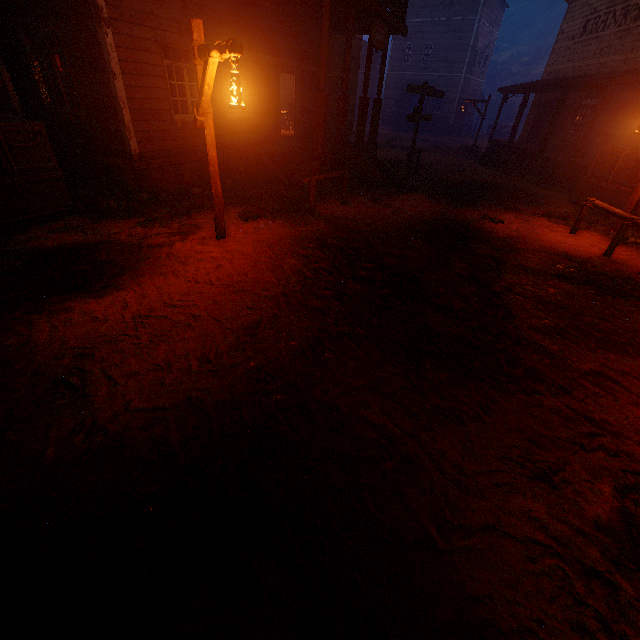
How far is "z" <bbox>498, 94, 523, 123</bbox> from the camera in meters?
42.6 m

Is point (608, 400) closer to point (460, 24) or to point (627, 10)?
point (627, 10)

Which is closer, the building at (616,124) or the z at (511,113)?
the building at (616,124)

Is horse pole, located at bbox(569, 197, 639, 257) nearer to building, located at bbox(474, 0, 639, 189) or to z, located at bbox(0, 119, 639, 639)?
z, located at bbox(0, 119, 639, 639)

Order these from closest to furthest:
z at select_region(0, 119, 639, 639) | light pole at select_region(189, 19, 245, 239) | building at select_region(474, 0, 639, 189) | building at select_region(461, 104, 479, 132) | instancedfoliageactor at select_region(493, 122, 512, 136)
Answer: z at select_region(0, 119, 639, 639)
light pole at select_region(189, 19, 245, 239)
building at select_region(474, 0, 639, 189)
building at select_region(461, 104, 479, 132)
instancedfoliageactor at select_region(493, 122, 512, 136)

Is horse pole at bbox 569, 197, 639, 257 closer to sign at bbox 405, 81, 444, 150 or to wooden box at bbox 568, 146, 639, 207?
wooden box at bbox 568, 146, 639, 207

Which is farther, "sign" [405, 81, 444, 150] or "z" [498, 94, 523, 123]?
"z" [498, 94, 523, 123]

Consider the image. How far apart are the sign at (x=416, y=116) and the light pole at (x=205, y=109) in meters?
11.3 m
